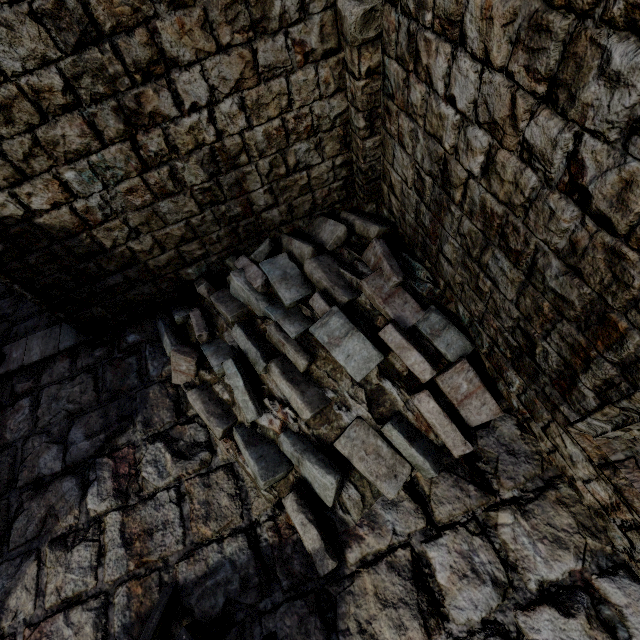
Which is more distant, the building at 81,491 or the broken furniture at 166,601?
the broken furniture at 166,601

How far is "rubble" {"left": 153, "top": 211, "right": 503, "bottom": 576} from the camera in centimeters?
387cm

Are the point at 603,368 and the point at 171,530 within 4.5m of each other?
no

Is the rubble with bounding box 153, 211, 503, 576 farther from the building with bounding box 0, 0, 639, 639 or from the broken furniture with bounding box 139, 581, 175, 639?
the broken furniture with bounding box 139, 581, 175, 639

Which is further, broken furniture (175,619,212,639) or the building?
broken furniture (175,619,212,639)

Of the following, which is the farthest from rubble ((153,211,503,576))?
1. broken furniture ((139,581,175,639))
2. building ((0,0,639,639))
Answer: broken furniture ((139,581,175,639))

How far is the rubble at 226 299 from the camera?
3.9m
